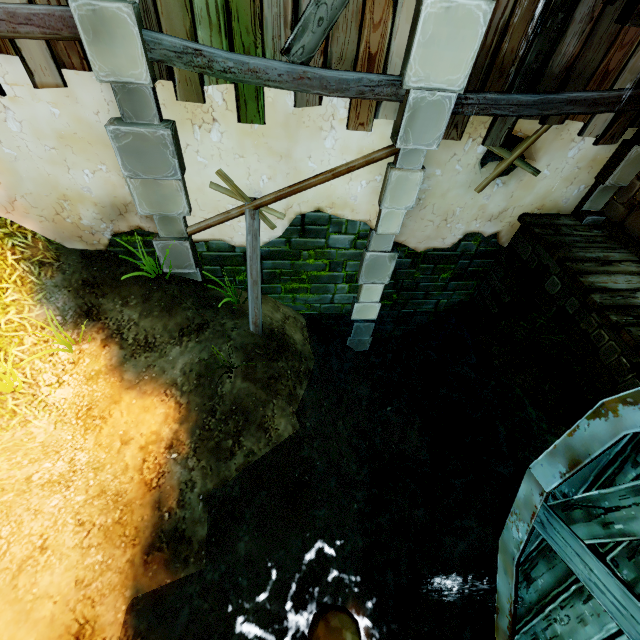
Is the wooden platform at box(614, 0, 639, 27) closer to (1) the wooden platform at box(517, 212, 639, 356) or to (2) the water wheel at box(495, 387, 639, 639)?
(2) the water wheel at box(495, 387, 639, 639)

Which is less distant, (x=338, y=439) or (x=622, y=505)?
(x=622, y=505)

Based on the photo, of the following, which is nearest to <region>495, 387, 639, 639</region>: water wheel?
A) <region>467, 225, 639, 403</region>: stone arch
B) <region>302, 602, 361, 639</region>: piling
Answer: <region>302, 602, 361, 639</region>: piling

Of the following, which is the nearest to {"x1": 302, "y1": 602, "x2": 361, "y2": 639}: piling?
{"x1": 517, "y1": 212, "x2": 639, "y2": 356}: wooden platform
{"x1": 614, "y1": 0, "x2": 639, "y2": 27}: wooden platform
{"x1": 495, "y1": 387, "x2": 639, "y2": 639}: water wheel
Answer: {"x1": 495, "y1": 387, "x2": 639, "y2": 639}: water wheel

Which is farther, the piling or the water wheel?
the piling

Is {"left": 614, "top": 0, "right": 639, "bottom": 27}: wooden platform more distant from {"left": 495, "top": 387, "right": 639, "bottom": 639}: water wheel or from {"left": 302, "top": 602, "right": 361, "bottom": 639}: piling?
{"left": 302, "top": 602, "right": 361, "bottom": 639}: piling

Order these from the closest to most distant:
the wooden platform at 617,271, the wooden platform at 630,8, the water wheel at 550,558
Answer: the water wheel at 550,558
the wooden platform at 630,8
the wooden platform at 617,271

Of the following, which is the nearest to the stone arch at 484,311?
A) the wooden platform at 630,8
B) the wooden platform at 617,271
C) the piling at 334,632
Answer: the wooden platform at 617,271
